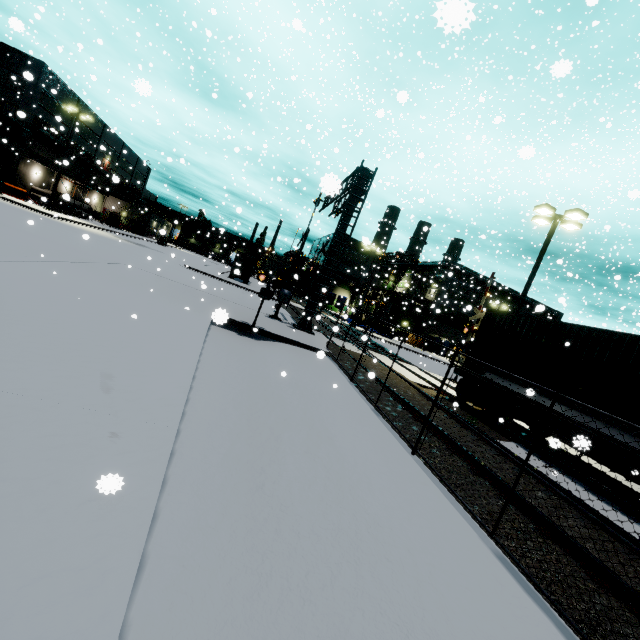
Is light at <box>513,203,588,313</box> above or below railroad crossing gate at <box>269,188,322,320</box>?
above

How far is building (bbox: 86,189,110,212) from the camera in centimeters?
5447cm

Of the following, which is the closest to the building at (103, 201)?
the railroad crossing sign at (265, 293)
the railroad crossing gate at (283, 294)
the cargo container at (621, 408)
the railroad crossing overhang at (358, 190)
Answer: the cargo container at (621, 408)

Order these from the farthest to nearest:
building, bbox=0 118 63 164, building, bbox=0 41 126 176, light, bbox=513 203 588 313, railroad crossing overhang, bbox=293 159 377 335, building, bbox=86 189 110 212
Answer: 1. building, bbox=86 189 110 212
2. building, bbox=0 118 63 164
3. building, bbox=0 41 126 176
4. railroad crossing overhang, bbox=293 159 377 335
5. light, bbox=513 203 588 313

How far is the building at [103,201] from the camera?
54.5 meters

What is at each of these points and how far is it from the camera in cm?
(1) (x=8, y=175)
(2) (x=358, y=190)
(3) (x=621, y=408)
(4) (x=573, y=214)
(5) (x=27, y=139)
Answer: (1) building, 3672
(2) railroad crossing overhang, 1627
(3) cargo container, 796
(4) light, 1455
(5) building, 3766

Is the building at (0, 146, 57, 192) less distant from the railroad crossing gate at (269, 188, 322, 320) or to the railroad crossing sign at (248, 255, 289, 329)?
the railroad crossing gate at (269, 188, 322, 320)

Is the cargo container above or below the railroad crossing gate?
A: above
